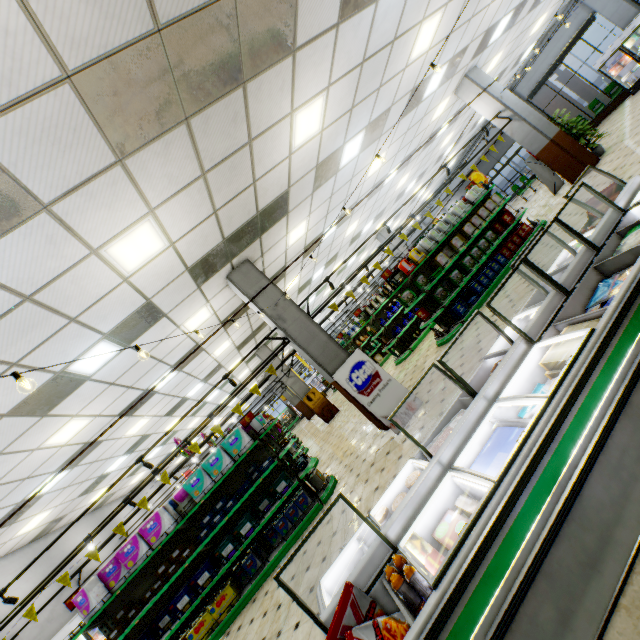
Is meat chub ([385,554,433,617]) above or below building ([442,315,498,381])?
above

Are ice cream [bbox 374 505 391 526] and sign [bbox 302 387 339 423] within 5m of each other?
no

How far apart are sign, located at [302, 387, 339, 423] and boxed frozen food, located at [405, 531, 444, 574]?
13.5m

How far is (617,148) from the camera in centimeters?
929cm

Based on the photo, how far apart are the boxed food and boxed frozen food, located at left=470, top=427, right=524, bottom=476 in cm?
63

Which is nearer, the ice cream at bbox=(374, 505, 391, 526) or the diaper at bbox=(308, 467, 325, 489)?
the ice cream at bbox=(374, 505, 391, 526)

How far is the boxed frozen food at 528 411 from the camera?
2.10m

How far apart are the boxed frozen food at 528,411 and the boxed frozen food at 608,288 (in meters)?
0.83
